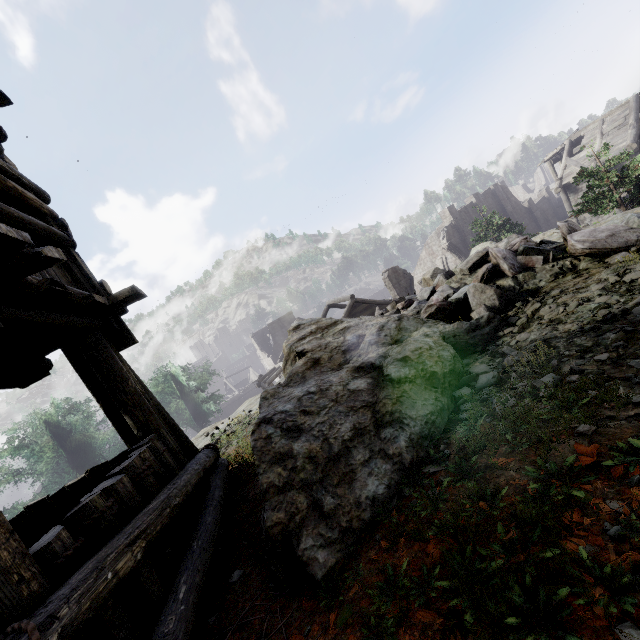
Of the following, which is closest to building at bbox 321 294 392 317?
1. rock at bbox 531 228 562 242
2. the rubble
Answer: rock at bbox 531 228 562 242

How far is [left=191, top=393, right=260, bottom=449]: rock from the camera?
7.9m

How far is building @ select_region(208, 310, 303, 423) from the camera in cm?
3409

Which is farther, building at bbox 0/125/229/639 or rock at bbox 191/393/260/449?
rock at bbox 191/393/260/449

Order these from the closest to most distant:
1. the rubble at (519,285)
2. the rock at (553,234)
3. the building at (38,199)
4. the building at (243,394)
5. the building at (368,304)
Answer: the building at (38,199) → the rubble at (519,285) → the rock at (553,234) → the building at (368,304) → the building at (243,394)

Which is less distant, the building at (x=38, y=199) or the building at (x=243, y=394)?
the building at (x=38, y=199)

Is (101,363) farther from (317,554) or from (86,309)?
(317,554)
